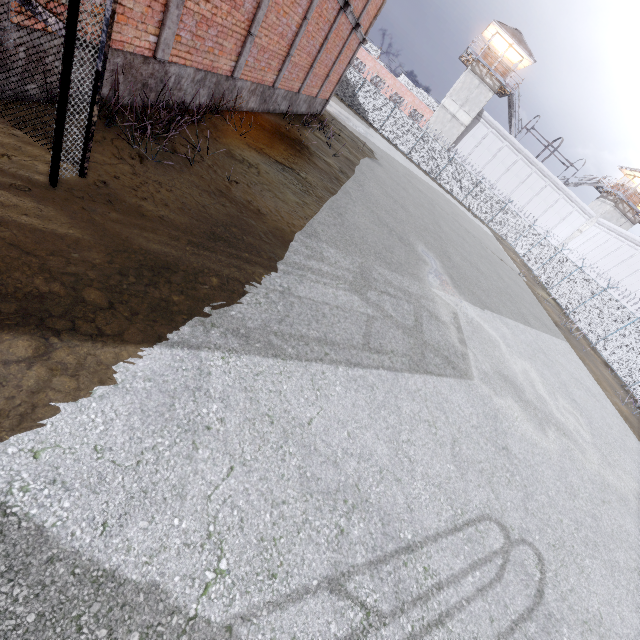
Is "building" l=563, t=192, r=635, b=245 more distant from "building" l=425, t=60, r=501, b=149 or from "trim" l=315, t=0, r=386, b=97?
"trim" l=315, t=0, r=386, b=97

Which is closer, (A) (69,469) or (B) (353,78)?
(A) (69,469)

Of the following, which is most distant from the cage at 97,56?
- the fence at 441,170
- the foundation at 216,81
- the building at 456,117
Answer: the building at 456,117

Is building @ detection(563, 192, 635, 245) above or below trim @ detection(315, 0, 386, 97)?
above

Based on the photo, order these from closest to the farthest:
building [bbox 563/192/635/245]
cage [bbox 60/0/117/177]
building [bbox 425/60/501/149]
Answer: cage [bbox 60/0/117/177] → building [bbox 425/60/501/149] → building [bbox 563/192/635/245]

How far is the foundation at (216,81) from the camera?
5.3 meters

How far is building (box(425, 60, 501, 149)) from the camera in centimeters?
3581cm

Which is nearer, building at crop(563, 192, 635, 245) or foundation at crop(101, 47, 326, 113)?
foundation at crop(101, 47, 326, 113)
